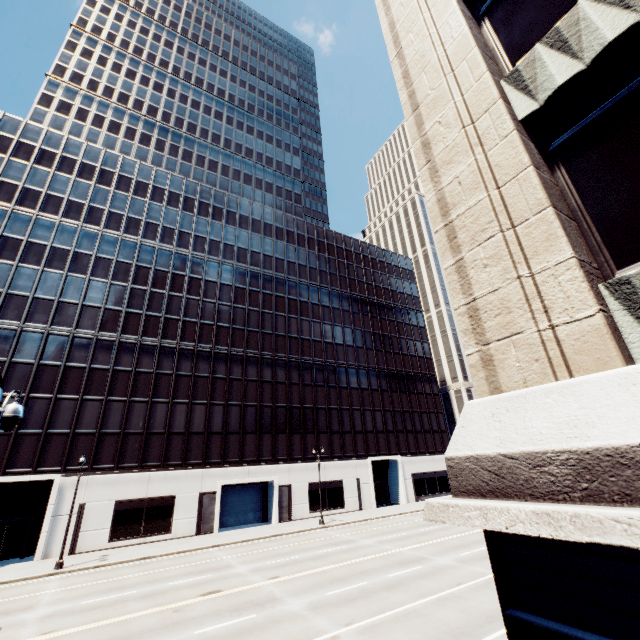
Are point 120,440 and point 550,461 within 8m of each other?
no
